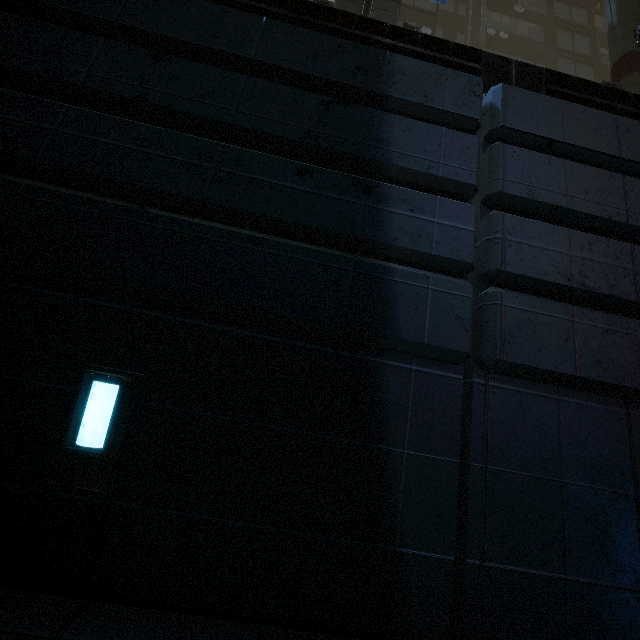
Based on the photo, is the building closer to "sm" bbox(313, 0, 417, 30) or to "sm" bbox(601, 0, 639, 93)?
"sm" bbox(601, 0, 639, 93)

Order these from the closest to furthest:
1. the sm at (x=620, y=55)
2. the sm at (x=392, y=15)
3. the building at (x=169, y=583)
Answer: the building at (x=169, y=583) < the sm at (x=392, y=15) < the sm at (x=620, y=55)

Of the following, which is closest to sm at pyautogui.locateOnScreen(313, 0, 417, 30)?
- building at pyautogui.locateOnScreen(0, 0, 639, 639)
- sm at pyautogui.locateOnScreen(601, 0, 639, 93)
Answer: building at pyautogui.locateOnScreen(0, 0, 639, 639)

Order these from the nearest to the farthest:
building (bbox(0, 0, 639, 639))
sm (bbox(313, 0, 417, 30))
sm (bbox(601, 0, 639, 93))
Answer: building (bbox(0, 0, 639, 639))
sm (bbox(313, 0, 417, 30))
sm (bbox(601, 0, 639, 93))

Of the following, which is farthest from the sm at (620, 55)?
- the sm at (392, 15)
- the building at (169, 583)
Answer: the sm at (392, 15)

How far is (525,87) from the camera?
4.78m

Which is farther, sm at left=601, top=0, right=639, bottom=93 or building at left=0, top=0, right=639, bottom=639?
sm at left=601, top=0, right=639, bottom=93

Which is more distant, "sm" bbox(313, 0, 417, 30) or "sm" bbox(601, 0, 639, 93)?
"sm" bbox(601, 0, 639, 93)
